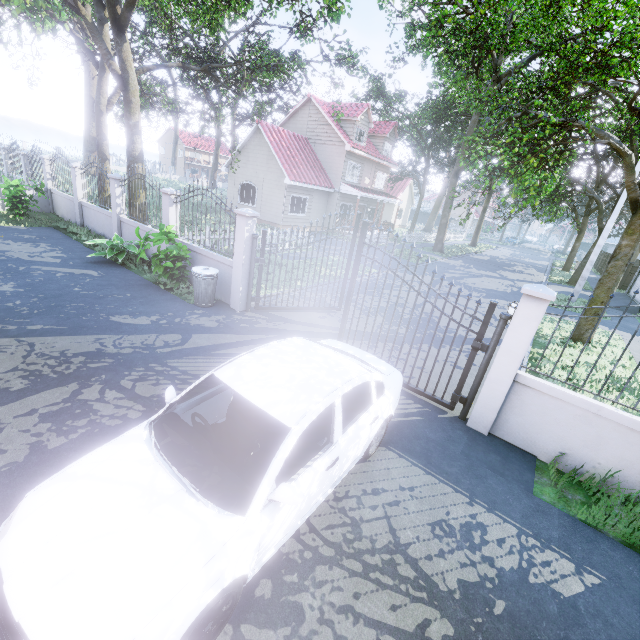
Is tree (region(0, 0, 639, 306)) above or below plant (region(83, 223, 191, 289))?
above

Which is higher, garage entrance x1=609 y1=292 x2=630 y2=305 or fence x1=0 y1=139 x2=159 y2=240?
fence x1=0 y1=139 x2=159 y2=240

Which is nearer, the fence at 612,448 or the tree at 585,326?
the fence at 612,448

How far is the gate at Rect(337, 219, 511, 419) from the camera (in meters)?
5.27

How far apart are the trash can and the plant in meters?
0.6 m

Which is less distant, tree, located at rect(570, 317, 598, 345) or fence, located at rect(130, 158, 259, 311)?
fence, located at rect(130, 158, 259, 311)

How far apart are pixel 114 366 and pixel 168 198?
5.8 meters

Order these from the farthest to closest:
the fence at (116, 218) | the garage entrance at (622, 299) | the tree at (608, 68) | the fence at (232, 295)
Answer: the garage entrance at (622, 299) < the fence at (116, 218) < the tree at (608, 68) < the fence at (232, 295)
